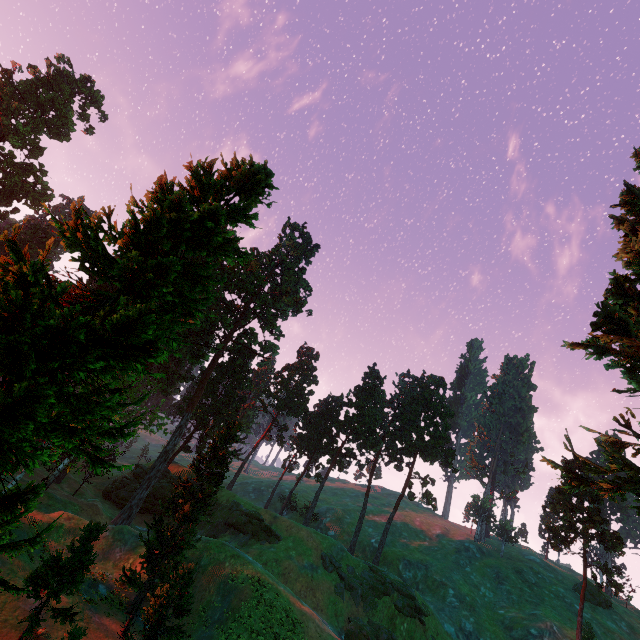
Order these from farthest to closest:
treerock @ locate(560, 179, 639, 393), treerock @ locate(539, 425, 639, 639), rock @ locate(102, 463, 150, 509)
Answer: rock @ locate(102, 463, 150, 509), treerock @ locate(560, 179, 639, 393), treerock @ locate(539, 425, 639, 639)

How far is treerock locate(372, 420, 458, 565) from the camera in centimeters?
5412cm

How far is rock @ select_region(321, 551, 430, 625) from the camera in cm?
4034

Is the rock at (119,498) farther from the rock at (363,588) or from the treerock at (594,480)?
the rock at (363,588)

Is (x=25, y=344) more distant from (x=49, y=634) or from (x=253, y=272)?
(x=253, y=272)

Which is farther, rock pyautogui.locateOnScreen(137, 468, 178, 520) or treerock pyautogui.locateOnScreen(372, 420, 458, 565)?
treerock pyautogui.locateOnScreen(372, 420, 458, 565)

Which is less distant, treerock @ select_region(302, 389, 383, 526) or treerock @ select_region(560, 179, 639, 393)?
treerock @ select_region(560, 179, 639, 393)
